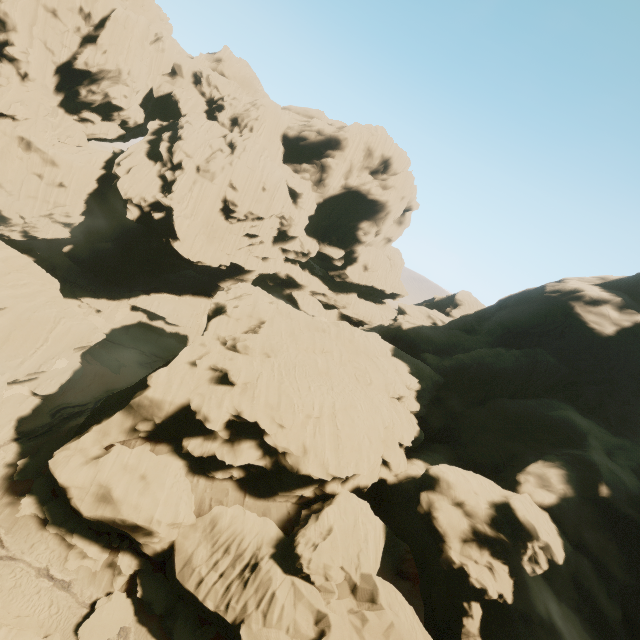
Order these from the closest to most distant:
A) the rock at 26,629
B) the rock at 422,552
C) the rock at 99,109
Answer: the rock at 26,629 < the rock at 422,552 < the rock at 99,109

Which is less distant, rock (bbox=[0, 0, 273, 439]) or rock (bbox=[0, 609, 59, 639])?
rock (bbox=[0, 609, 59, 639])

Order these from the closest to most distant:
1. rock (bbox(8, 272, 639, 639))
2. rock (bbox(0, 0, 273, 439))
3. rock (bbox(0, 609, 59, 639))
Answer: rock (bbox(0, 609, 59, 639)) < rock (bbox(8, 272, 639, 639)) < rock (bbox(0, 0, 273, 439))

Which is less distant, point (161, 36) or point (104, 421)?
point (104, 421)

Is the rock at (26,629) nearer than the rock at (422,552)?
Yes
